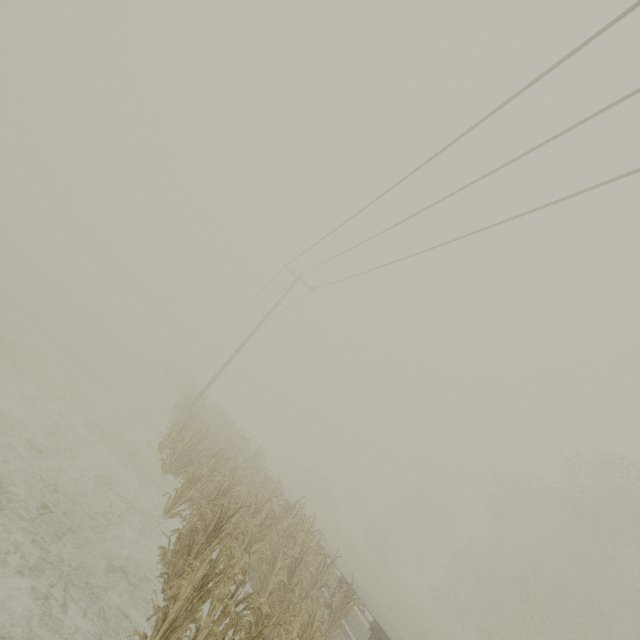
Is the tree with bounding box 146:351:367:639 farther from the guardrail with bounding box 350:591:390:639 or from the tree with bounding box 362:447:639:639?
the tree with bounding box 362:447:639:639

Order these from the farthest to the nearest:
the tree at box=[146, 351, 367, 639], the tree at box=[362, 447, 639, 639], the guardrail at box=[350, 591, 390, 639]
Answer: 1. the tree at box=[362, 447, 639, 639]
2. the guardrail at box=[350, 591, 390, 639]
3. the tree at box=[146, 351, 367, 639]

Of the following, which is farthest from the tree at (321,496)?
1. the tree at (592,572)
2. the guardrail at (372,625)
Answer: the tree at (592,572)

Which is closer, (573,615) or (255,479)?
(255,479)

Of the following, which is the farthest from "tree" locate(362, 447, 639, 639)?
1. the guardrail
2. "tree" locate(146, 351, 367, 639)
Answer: "tree" locate(146, 351, 367, 639)
